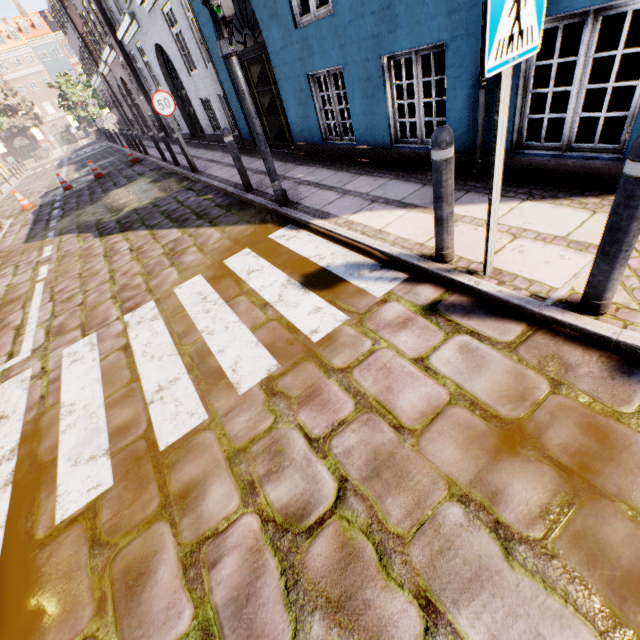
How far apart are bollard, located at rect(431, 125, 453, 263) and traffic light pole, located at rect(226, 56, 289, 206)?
3.00m

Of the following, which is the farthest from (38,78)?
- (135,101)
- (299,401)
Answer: (299,401)

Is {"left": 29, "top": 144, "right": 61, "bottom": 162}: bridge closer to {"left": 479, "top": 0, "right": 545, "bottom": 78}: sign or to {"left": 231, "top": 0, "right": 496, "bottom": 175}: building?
{"left": 231, "top": 0, "right": 496, "bottom": 175}: building

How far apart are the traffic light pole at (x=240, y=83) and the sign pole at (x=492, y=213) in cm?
348

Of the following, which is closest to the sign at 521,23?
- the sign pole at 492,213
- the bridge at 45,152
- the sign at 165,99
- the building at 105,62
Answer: the sign pole at 492,213

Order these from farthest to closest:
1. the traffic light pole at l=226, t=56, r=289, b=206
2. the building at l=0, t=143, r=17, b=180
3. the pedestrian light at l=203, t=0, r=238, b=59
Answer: the building at l=0, t=143, r=17, b=180
the traffic light pole at l=226, t=56, r=289, b=206
the pedestrian light at l=203, t=0, r=238, b=59

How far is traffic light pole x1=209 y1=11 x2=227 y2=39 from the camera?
3.7 meters

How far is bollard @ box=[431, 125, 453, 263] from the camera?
2.32m
